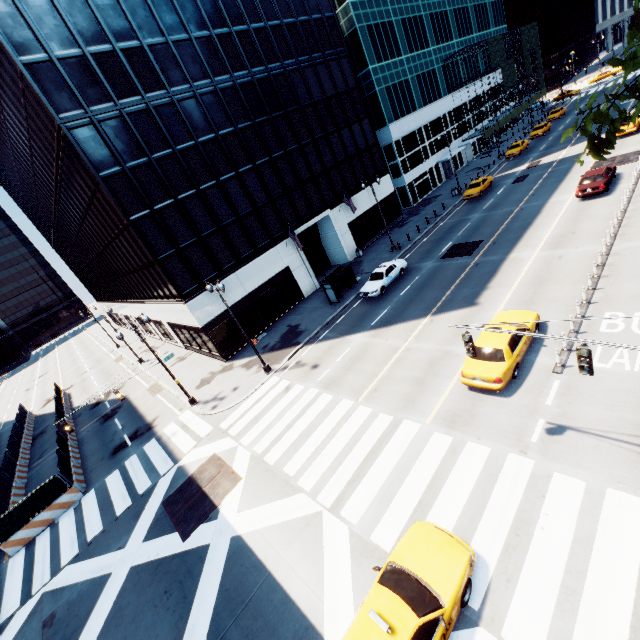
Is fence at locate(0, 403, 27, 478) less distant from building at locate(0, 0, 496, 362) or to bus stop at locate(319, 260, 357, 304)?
building at locate(0, 0, 496, 362)

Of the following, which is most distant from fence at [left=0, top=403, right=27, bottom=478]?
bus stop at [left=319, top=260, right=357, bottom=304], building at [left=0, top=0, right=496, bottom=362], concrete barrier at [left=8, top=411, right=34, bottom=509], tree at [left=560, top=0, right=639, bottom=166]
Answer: tree at [left=560, top=0, right=639, bottom=166]

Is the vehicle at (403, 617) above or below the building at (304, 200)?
below

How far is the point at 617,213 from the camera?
20.9m

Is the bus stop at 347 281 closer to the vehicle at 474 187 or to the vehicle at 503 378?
the vehicle at 503 378

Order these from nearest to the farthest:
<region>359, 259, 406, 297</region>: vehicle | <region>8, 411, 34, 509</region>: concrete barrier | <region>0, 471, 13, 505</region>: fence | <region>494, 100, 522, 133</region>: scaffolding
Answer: <region>0, 471, 13, 505</region>: fence
<region>8, 411, 34, 509</region>: concrete barrier
<region>359, 259, 406, 297</region>: vehicle
<region>494, 100, 522, 133</region>: scaffolding

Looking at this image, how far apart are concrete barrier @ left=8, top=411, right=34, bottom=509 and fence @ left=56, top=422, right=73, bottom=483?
0.0m

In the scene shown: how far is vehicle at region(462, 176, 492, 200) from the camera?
36.28m
